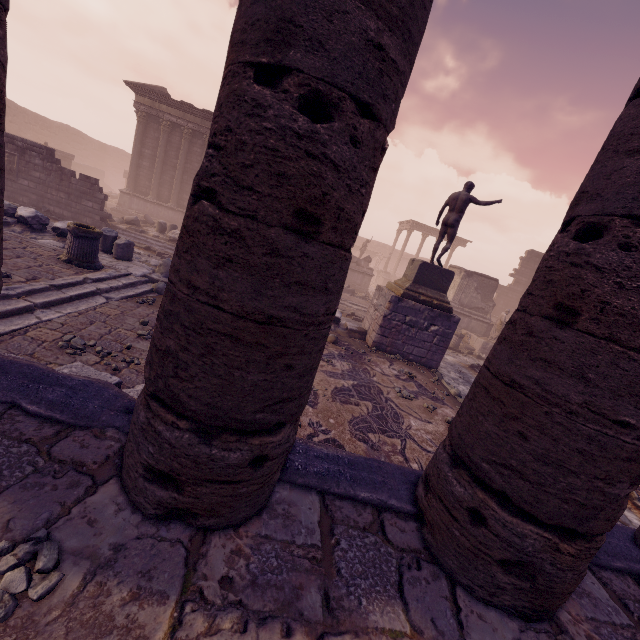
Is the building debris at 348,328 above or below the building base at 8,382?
below

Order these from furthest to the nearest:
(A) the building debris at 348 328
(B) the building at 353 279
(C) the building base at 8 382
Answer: (B) the building at 353 279 < (A) the building debris at 348 328 < (C) the building base at 8 382

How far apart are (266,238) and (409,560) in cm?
226

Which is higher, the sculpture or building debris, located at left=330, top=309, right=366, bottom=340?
the sculpture

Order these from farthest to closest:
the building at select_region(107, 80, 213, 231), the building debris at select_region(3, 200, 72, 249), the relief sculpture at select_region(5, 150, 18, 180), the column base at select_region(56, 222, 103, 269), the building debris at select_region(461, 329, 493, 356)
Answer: the building at select_region(107, 80, 213, 231) < the building debris at select_region(461, 329, 493, 356) < the relief sculpture at select_region(5, 150, 18, 180) < the building debris at select_region(3, 200, 72, 249) < the column base at select_region(56, 222, 103, 269)

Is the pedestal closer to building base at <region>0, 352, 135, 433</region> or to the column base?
building base at <region>0, 352, 135, 433</region>

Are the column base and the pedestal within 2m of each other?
no

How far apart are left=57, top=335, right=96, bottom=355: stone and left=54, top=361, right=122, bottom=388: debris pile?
0.5m
